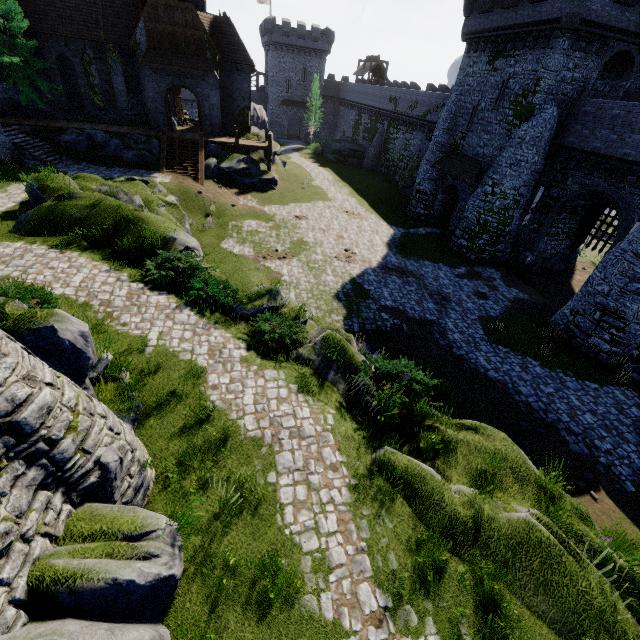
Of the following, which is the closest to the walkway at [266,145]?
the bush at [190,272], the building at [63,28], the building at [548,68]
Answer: the building at [63,28]

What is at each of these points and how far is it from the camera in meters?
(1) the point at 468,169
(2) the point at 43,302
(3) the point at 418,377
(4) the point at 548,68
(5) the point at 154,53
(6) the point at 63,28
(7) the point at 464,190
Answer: (1) awning, 25.2 m
(2) bush, 9.5 m
(3) bush, 9.5 m
(4) building, 19.5 m
(5) awning, 26.1 m
(6) building, 26.1 m
(7) building, 26.7 m

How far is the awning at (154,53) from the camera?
26.0m

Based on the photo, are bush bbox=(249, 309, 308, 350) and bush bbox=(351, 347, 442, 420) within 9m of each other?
yes

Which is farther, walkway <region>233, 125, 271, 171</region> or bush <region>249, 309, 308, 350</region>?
walkway <region>233, 125, 271, 171</region>

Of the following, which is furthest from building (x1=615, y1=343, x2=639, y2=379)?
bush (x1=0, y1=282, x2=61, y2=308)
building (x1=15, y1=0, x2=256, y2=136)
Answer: bush (x1=0, y1=282, x2=61, y2=308)

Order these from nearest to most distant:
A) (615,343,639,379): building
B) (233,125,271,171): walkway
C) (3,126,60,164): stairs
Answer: (615,343,639,379): building
(3,126,60,164): stairs
(233,125,271,171): walkway

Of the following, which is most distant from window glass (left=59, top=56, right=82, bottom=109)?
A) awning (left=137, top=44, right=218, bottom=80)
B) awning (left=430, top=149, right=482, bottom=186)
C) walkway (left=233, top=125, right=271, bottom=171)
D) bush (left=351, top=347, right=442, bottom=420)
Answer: bush (left=351, top=347, right=442, bottom=420)
